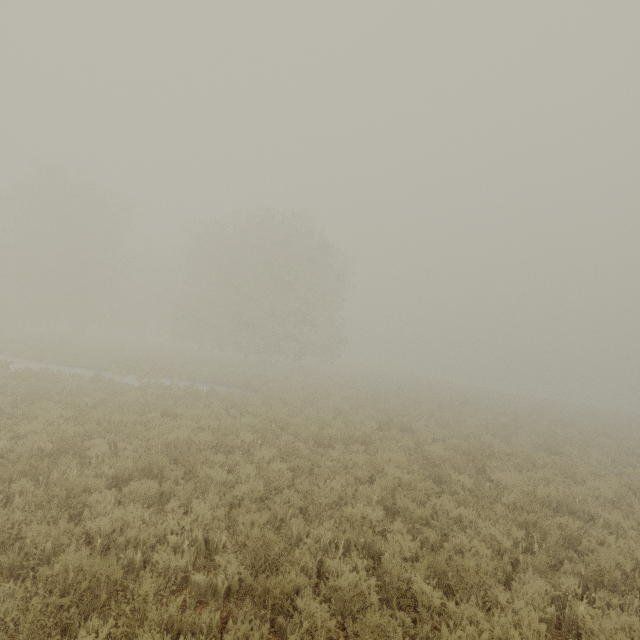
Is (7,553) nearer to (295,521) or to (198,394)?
(295,521)
